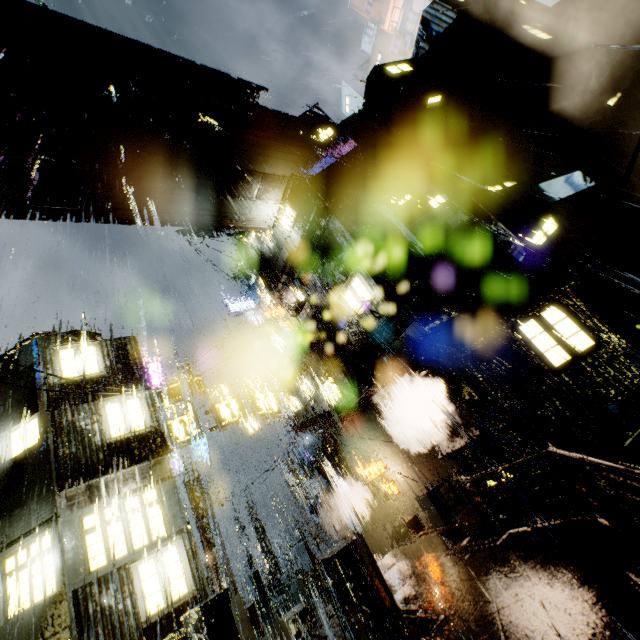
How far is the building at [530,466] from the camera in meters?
12.7

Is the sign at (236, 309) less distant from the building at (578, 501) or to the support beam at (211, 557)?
the building at (578, 501)

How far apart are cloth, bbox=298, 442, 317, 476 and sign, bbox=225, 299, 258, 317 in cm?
1333

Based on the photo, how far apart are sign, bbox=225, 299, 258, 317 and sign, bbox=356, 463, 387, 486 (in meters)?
17.77

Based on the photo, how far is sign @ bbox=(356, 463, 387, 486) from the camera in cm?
1892

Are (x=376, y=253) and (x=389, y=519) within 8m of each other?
no

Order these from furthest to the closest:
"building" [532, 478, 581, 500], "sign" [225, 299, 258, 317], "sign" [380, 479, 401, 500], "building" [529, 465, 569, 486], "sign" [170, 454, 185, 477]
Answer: "sign" [225, 299, 258, 317] < "sign" [170, 454, 185, 477] < "sign" [380, 479, 401, 500] < "building" [529, 465, 569, 486] < "building" [532, 478, 581, 500]

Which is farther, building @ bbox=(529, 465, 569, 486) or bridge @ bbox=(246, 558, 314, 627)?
bridge @ bbox=(246, 558, 314, 627)
